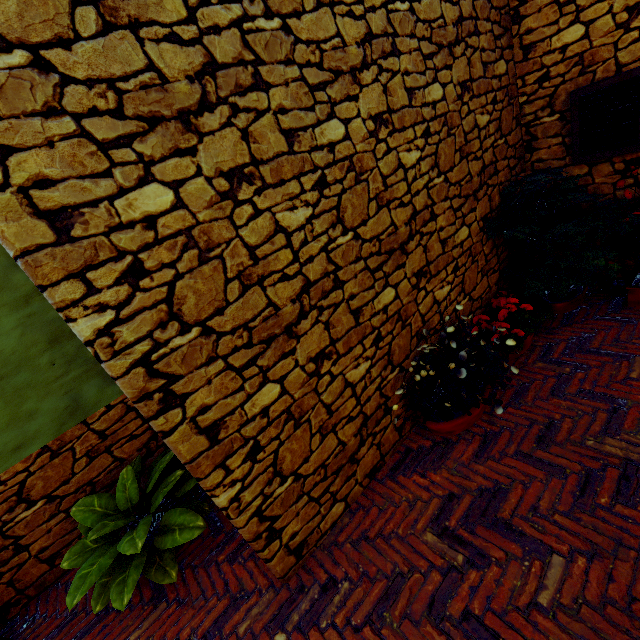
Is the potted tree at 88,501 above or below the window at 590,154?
below

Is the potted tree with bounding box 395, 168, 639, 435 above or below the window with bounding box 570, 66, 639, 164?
below

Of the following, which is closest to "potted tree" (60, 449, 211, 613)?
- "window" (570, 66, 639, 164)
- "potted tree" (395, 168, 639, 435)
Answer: "potted tree" (395, 168, 639, 435)

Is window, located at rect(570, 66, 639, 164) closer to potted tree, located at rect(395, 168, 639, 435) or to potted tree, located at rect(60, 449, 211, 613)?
potted tree, located at rect(395, 168, 639, 435)

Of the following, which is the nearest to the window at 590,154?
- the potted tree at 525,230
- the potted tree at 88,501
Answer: the potted tree at 525,230

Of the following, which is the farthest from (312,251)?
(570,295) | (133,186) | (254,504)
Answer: (570,295)

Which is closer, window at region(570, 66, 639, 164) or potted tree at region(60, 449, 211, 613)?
potted tree at region(60, 449, 211, 613)

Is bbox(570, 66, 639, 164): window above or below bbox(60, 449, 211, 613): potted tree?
above
